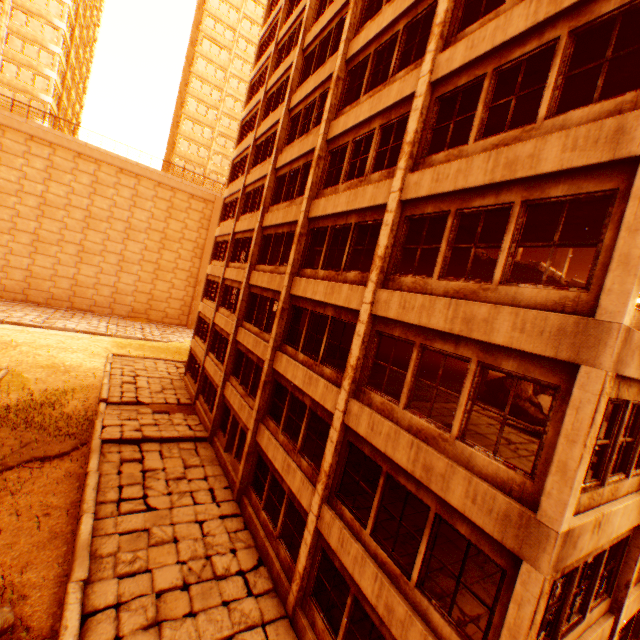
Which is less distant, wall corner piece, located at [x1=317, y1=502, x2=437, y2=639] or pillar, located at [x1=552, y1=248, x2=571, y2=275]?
wall corner piece, located at [x1=317, y1=502, x2=437, y2=639]

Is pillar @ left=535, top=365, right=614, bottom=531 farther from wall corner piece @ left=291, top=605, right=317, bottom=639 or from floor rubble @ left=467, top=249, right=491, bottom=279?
floor rubble @ left=467, top=249, right=491, bottom=279

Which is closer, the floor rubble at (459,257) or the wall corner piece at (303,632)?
the wall corner piece at (303,632)

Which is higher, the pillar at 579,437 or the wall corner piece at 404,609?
the pillar at 579,437

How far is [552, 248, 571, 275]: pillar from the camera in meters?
18.1 m

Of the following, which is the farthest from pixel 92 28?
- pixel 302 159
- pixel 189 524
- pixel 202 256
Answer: pixel 189 524

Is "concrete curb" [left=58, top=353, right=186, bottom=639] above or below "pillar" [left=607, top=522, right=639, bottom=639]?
below

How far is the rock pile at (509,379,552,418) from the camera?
11.5m
